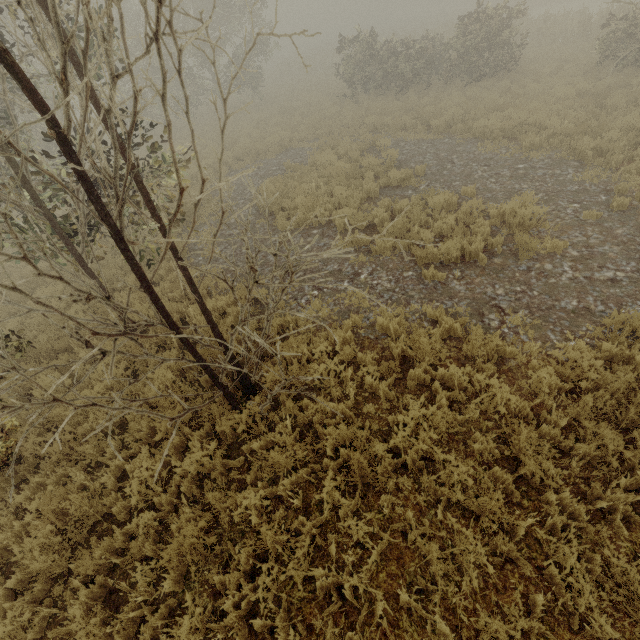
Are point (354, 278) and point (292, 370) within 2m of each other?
no
